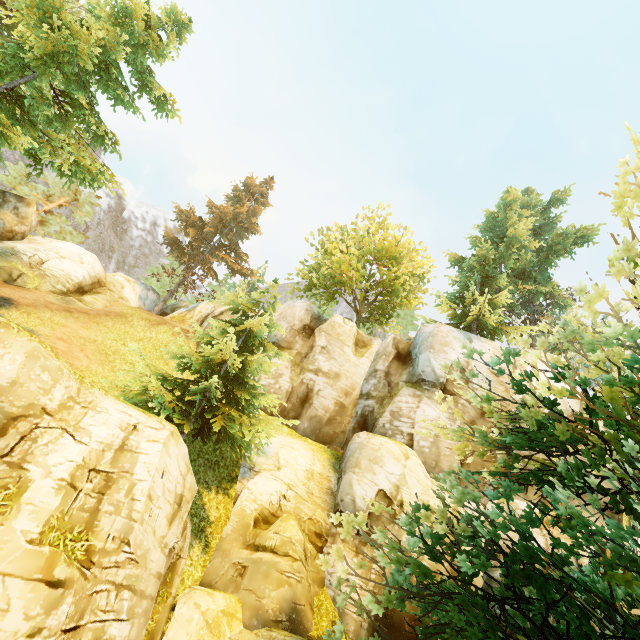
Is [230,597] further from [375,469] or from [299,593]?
[375,469]

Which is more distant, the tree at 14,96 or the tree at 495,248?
the tree at 14,96

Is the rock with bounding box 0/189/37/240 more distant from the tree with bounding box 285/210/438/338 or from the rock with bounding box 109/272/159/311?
the rock with bounding box 109/272/159/311

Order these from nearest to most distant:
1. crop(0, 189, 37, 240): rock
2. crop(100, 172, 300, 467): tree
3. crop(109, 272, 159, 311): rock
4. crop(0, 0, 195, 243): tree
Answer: crop(0, 0, 195, 243): tree → crop(100, 172, 300, 467): tree → crop(0, 189, 37, 240): rock → crop(109, 272, 159, 311): rock

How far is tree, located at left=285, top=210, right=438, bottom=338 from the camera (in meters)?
26.64

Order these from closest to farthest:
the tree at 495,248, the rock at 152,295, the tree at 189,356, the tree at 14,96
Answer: the tree at 495,248 → the tree at 14,96 → the tree at 189,356 → the rock at 152,295
